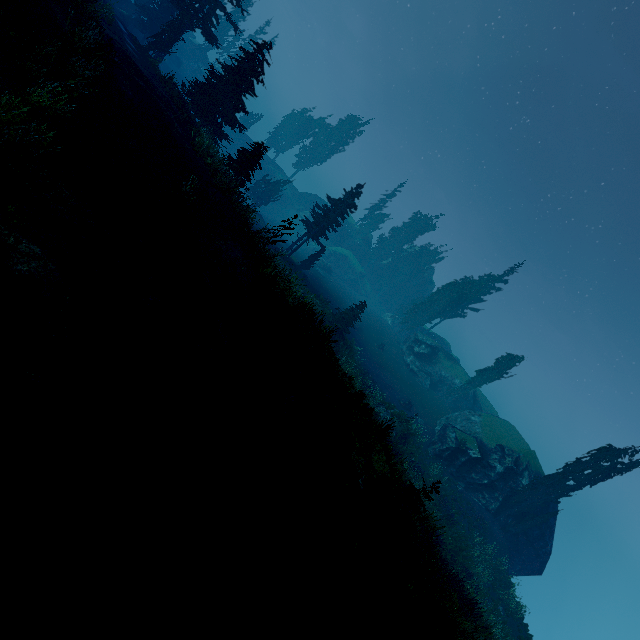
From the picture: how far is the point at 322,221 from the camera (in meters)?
33.38

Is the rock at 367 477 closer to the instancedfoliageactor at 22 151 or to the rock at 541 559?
the instancedfoliageactor at 22 151

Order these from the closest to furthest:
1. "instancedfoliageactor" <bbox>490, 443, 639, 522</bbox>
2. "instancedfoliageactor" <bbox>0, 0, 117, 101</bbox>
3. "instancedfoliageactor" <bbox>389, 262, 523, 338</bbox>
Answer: "instancedfoliageactor" <bbox>0, 0, 117, 101</bbox>, "instancedfoliageactor" <bbox>490, 443, 639, 522</bbox>, "instancedfoliageactor" <bbox>389, 262, 523, 338</bbox>

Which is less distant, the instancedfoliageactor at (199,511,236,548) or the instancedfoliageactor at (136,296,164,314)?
the instancedfoliageactor at (199,511,236,548)

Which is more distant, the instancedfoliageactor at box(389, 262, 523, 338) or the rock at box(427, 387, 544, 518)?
the instancedfoliageactor at box(389, 262, 523, 338)

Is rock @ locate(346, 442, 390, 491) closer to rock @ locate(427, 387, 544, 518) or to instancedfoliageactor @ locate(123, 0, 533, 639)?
instancedfoliageactor @ locate(123, 0, 533, 639)

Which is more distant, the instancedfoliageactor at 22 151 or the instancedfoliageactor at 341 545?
the instancedfoliageactor at 341 545
